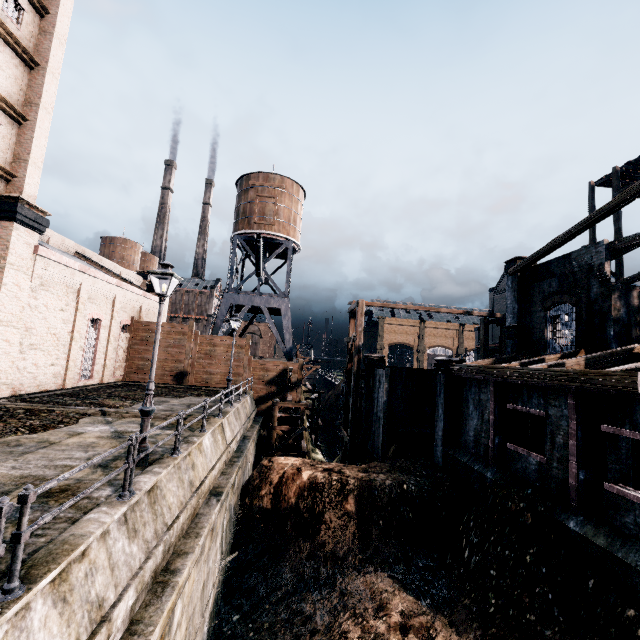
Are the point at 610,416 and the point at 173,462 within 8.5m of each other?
no

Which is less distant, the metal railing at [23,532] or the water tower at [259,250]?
the metal railing at [23,532]

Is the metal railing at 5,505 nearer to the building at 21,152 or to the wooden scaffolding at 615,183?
the building at 21,152

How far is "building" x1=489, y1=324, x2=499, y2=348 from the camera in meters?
56.9

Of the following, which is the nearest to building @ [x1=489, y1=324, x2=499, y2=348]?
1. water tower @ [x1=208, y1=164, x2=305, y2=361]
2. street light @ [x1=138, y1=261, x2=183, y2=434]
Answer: water tower @ [x1=208, y1=164, x2=305, y2=361]

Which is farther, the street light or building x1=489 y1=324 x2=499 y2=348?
building x1=489 y1=324 x2=499 y2=348

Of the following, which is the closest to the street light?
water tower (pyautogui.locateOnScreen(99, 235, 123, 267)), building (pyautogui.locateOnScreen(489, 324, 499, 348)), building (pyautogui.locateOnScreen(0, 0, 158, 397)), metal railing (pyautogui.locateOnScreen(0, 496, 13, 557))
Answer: metal railing (pyautogui.locateOnScreen(0, 496, 13, 557))

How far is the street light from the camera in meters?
9.1 m
